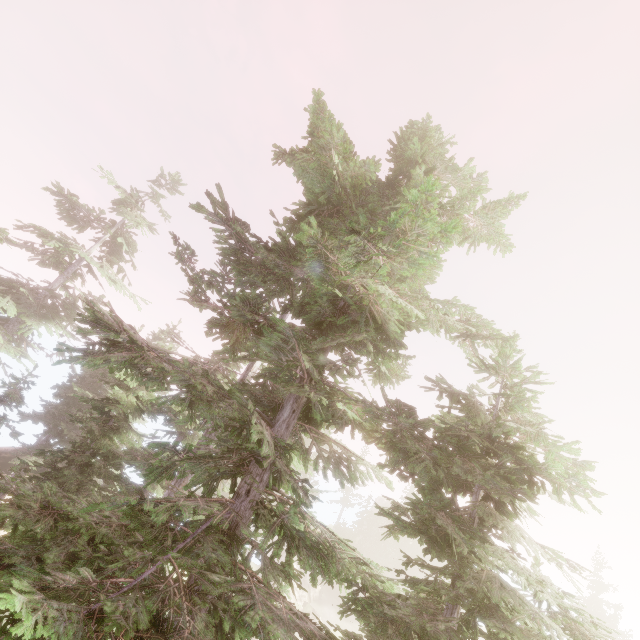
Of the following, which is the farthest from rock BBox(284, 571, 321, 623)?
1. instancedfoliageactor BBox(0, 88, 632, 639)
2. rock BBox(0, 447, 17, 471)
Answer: rock BBox(0, 447, 17, 471)

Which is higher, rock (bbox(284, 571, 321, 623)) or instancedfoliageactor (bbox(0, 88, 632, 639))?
instancedfoliageactor (bbox(0, 88, 632, 639))

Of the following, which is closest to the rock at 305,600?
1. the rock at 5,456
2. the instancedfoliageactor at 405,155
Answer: the instancedfoliageactor at 405,155

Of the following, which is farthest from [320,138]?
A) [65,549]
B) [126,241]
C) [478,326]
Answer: [126,241]

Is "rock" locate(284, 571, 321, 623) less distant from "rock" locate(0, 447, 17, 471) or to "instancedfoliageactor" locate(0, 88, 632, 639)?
"instancedfoliageactor" locate(0, 88, 632, 639)

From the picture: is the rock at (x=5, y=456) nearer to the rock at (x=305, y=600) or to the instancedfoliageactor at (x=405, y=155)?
the instancedfoliageactor at (x=405, y=155)

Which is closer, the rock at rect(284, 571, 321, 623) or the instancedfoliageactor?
the instancedfoliageactor

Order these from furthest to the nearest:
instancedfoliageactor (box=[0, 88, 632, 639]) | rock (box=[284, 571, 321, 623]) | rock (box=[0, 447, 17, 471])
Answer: rock (box=[284, 571, 321, 623]), rock (box=[0, 447, 17, 471]), instancedfoliageactor (box=[0, 88, 632, 639])
